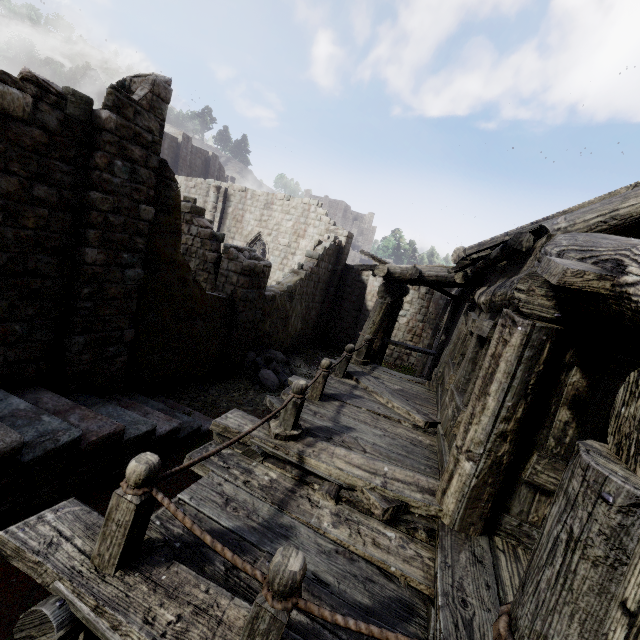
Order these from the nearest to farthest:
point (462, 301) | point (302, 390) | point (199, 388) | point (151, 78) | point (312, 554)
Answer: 1. point (312, 554)
2. point (302, 390)
3. point (151, 78)
4. point (462, 301)
5. point (199, 388)

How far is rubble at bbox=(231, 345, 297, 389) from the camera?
12.07m

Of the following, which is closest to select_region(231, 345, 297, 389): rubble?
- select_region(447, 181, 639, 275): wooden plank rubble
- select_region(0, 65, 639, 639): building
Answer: select_region(0, 65, 639, 639): building

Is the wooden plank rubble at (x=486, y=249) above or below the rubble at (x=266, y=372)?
above

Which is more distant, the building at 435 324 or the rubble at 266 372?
the rubble at 266 372

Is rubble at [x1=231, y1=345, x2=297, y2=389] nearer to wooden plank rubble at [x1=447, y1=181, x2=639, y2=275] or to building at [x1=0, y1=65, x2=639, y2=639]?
building at [x1=0, y1=65, x2=639, y2=639]

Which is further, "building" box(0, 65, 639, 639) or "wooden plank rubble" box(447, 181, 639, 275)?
"wooden plank rubble" box(447, 181, 639, 275)
